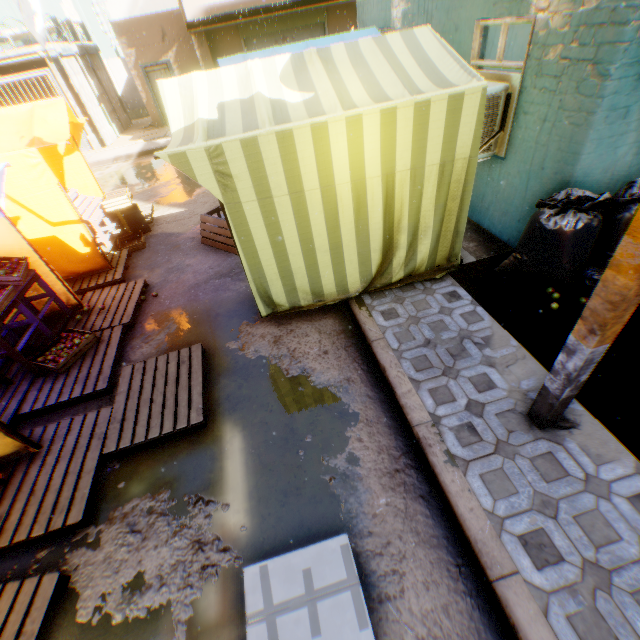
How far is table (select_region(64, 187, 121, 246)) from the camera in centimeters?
657cm

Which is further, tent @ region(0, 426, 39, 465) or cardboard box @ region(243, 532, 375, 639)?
tent @ region(0, 426, 39, 465)

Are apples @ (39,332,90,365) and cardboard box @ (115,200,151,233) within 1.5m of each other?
no

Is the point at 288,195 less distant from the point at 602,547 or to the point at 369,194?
the point at 369,194

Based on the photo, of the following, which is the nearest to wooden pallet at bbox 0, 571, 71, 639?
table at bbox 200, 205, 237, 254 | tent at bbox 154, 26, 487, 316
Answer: tent at bbox 154, 26, 487, 316

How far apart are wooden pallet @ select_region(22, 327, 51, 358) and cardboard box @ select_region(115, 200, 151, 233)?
0.78m

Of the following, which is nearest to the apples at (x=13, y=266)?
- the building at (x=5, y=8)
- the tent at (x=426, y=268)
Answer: the tent at (x=426, y=268)

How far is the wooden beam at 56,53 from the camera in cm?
1290
